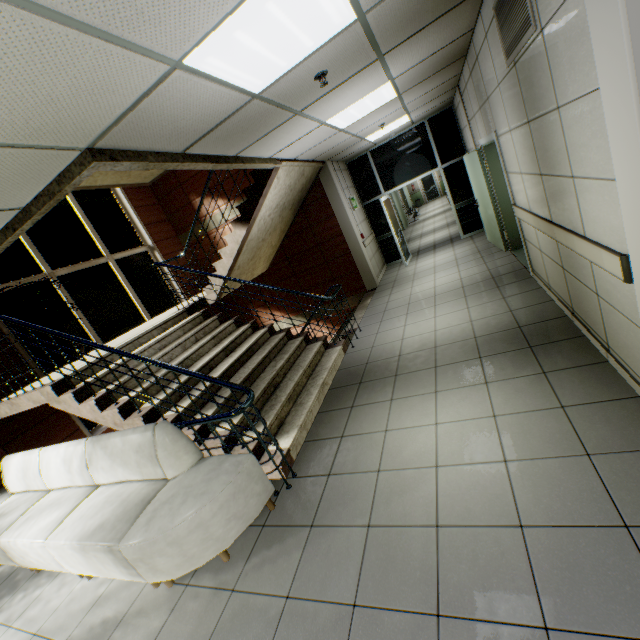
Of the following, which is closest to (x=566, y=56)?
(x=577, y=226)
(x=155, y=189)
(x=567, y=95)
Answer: (x=567, y=95)

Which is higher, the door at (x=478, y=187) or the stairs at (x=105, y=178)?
the stairs at (x=105, y=178)

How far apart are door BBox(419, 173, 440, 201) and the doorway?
16.0 meters

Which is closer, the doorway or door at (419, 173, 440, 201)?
the doorway

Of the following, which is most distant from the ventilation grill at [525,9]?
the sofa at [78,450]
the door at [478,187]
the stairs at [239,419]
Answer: the sofa at [78,450]

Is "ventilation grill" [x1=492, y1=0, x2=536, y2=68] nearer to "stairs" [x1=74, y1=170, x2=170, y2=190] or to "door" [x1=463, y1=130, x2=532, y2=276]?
"door" [x1=463, y1=130, x2=532, y2=276]

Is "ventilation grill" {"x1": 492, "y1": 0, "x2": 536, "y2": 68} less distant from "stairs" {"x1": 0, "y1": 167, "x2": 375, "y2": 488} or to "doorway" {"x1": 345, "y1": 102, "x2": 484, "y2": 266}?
"stairs" {"x1": 0, "y1": 167, "x2": 375, "y2": 488}

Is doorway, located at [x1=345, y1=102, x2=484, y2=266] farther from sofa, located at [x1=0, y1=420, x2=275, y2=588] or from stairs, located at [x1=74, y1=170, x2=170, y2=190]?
sofa, located at [x1=0, y1=420, x2=275, y2=588]
